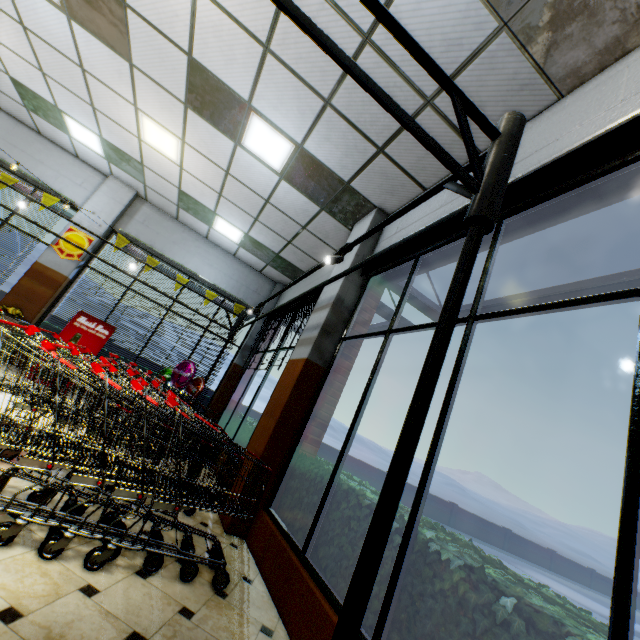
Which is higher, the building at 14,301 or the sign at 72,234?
the sign at 72,234

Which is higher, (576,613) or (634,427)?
(634,427)

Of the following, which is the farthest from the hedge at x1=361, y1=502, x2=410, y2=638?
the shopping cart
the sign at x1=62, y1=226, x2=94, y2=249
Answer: the sign at x1=62, y1=226, x2=94, y2=249

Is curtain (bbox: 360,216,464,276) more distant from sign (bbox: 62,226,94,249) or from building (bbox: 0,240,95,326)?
sign (bbox: 62,226,94,249)

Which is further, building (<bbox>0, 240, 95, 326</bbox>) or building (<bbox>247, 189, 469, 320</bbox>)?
building (<bbox>0, 240, 95, 326</bbox>)

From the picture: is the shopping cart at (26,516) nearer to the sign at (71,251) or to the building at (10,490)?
the building at (10,490)

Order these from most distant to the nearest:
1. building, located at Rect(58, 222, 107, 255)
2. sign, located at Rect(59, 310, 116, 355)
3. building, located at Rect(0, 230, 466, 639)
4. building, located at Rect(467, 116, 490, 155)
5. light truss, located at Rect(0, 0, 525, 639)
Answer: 1. building, located at Rect(58, 222, 107, 255)
2. sign, located at Rect(59, 310, 116, 355)
3. building, located at Rect(467, 116, 490, 155)
4. building, located at Rect(0, 230, 466, 639)
5. light truss, located at Rect(0, 0, 525, 639)

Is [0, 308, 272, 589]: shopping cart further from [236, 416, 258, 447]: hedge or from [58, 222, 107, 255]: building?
[236, 416, 258, 447]: hedge
